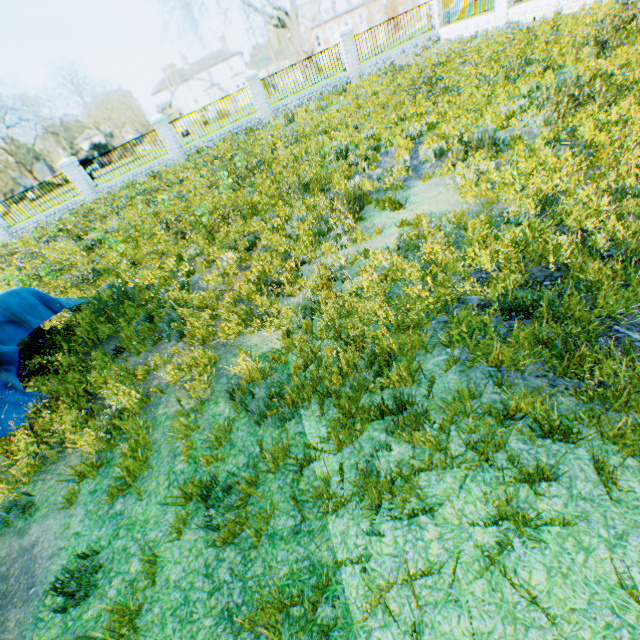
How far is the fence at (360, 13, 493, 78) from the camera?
15.3 meters

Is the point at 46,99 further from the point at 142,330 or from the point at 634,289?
the point at 634,289

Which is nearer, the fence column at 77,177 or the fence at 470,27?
the fence at 470,27

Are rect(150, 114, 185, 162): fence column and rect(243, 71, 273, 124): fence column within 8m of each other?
yes

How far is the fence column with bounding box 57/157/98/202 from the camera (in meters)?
17.48

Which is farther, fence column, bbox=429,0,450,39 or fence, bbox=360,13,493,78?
fence column, bbox=429,0,450,39

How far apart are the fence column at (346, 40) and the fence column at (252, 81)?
4.8 meters

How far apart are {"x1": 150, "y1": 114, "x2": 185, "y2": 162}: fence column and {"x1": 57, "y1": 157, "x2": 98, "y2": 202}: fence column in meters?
4.7
